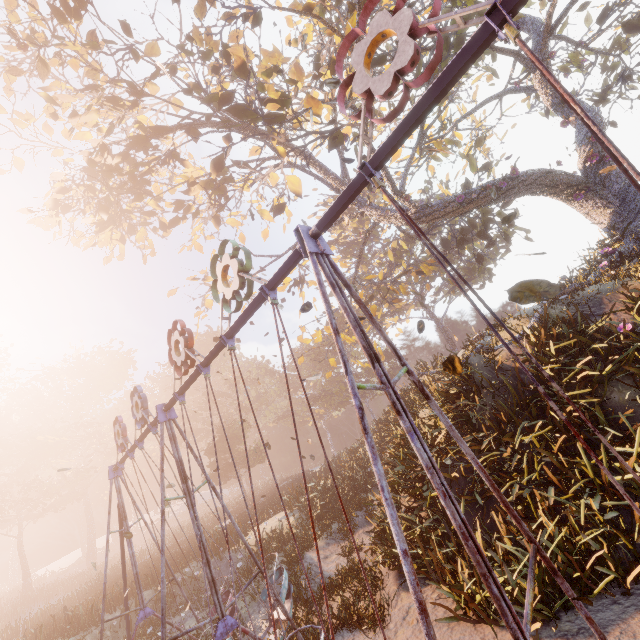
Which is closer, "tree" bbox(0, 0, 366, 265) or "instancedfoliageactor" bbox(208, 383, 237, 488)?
"tree" bbox(0, 0, 366, 265)

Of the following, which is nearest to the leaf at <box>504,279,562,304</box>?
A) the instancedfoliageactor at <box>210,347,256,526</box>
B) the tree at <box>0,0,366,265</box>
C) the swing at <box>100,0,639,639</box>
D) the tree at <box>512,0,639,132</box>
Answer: the swing at <box>100,0,639,639</box>

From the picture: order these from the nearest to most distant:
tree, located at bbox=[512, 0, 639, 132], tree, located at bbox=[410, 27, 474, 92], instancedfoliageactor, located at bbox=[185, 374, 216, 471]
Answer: tree, located at bbox=[410, 27, 474, 92]
tree, located at bbox=[512, 0, 639, 132]
instancedfoliageactor, located at bbox=[185, 374, 216, 471]

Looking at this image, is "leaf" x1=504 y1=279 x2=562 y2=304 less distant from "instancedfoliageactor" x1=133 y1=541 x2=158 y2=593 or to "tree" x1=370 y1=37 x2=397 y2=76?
"tree" x1=370 y1=37 x2=397 y2=76

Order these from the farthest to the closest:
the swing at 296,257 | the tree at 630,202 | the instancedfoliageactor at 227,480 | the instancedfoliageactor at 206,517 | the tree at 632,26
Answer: the instancedfoliageactor at 227,480 → the instancedfoliageactor at 206,517 → the tree at 632,26 → the tree at 630,202 → the swing at 296,257

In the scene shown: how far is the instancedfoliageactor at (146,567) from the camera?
16.3m

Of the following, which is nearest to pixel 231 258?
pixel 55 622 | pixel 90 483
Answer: pixel 55 622

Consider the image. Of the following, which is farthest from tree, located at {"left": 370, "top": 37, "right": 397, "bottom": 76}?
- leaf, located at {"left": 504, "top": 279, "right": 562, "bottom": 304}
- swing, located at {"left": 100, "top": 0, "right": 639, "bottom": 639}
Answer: leaf, located at {"left": 504, "top": 279, "right": 562, "bottom": 304}
